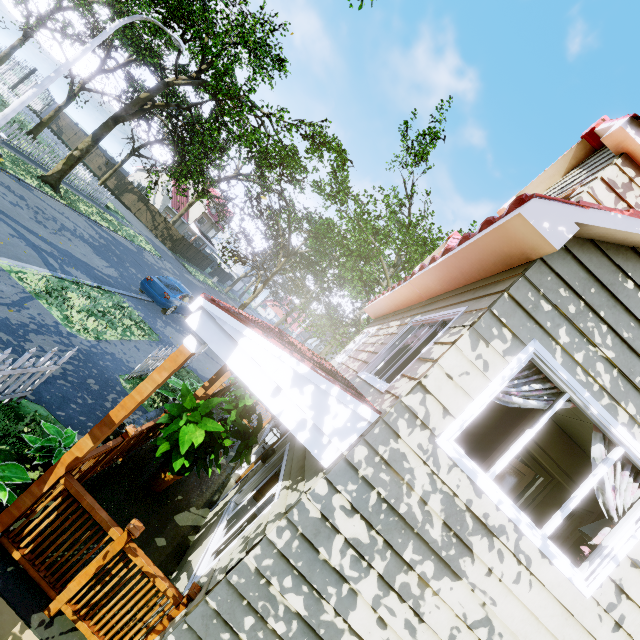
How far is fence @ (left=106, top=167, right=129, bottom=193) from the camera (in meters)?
36.06

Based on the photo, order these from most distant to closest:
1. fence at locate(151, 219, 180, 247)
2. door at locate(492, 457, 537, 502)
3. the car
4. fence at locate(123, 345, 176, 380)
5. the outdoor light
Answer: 1. fence at locate(151, 219, 180, 247)
2. the car
3. fence at locate(123, 345, 176, 380)
4. door at locate(492, 457, 537, 502)
5. the outdoor light

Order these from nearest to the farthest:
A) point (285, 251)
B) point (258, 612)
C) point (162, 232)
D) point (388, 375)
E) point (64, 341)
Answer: point (258, 612) < point (388, 375) < point (64, 341) < point (162, 232) < point (285, 251)

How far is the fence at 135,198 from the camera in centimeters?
3600cm

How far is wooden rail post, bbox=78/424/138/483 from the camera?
4.1 meters

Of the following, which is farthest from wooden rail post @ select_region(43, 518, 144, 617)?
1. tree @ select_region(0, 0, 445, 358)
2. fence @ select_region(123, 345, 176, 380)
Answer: tree @ select_region(0, 0, 445, 358)

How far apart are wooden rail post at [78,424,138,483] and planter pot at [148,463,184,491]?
1.2m

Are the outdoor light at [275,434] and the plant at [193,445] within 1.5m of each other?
yes
